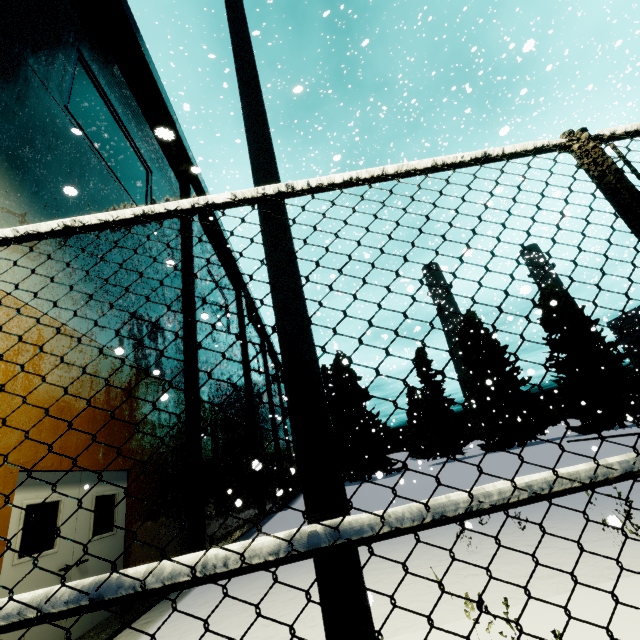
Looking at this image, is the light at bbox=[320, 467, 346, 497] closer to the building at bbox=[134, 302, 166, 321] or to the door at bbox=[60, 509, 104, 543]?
the building at bbox=[134, 302, 166, 321]

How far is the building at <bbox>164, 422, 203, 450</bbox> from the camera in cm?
941

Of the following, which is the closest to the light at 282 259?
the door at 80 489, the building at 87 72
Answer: the building at 87 72

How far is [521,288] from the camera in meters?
5.2 m

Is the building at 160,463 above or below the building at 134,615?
above
